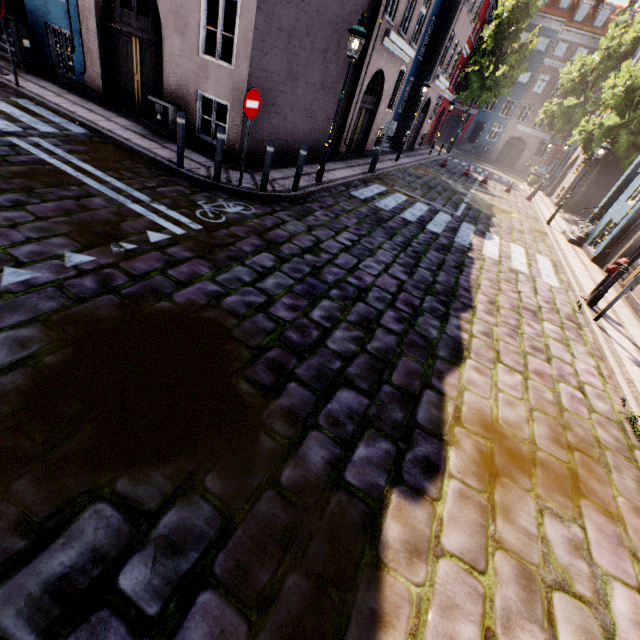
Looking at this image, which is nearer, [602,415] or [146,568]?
[146,568]

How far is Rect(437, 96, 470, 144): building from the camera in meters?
40.5

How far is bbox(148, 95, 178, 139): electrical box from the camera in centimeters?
846cm

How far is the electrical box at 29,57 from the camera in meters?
9.4 m

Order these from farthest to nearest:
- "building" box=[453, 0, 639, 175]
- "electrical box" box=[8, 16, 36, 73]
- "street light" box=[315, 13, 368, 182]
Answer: "building" box=[453, 0, 639, 175]
"electrical box" box=[8, 16, 36, 73]
"street light" box=[315, 13, 368, 182]

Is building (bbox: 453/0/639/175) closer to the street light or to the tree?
the street light

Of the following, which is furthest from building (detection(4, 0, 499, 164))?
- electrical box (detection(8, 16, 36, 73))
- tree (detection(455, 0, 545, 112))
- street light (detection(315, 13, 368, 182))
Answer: tree (detection(455, 0, 545, 112))

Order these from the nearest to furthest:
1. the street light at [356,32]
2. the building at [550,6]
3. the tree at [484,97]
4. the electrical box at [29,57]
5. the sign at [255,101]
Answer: the sign at [255,101] → the street light at [356,32] → the electrical box at [29,57] → the tree at [484,97] → the building at [550,6]
